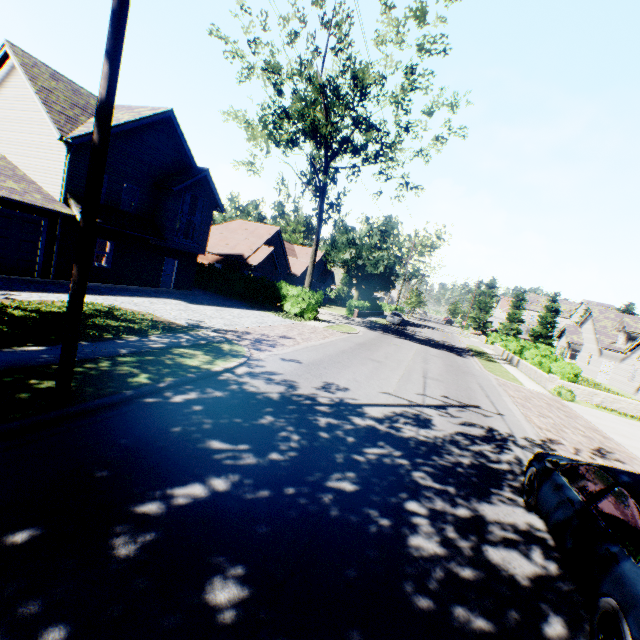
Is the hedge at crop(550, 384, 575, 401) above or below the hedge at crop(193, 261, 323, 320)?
below

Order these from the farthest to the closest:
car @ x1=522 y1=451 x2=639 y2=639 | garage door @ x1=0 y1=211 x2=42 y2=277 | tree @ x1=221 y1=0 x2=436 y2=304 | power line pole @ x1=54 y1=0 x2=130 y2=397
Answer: tree @ x1=221 y1=0 x2=436 y2=304
garage door @ x1=0 y1=211 x2=42 y2=277
power line pole @ x1=54 y1=0 x2=130 y2=397
car @ x1=522 y1=451 x2=639 y2=639

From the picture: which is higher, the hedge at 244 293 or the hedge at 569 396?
the hedge at 244 293

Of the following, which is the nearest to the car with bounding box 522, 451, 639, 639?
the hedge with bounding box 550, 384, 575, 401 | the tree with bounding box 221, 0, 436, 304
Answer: the tree with bounding box 221, 0, 436, 304

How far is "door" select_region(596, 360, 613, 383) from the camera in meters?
31.8 m

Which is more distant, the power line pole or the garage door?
the garage door

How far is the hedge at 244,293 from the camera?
25.1 meters

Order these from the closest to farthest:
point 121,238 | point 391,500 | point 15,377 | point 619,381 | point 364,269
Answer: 1. point 391,500
2. point 15,377
3. point 121,238
4. point 619,381
5. point 364,269
